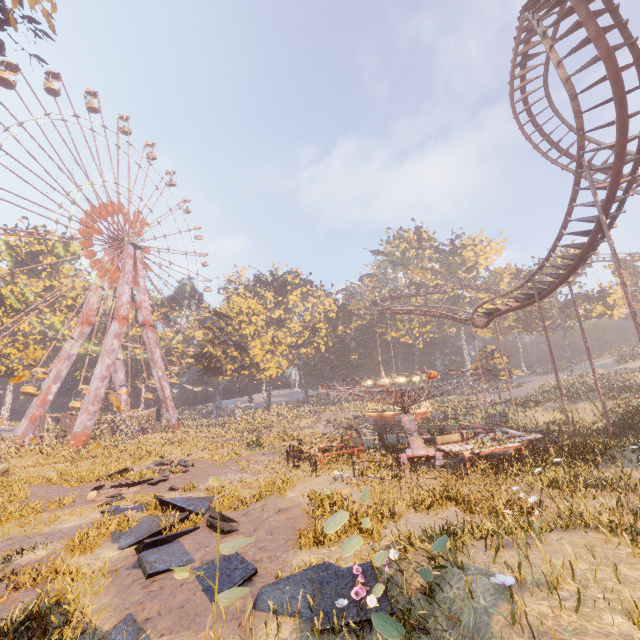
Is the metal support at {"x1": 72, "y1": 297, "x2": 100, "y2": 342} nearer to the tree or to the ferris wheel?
the ferris wheel

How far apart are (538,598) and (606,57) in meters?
17.3

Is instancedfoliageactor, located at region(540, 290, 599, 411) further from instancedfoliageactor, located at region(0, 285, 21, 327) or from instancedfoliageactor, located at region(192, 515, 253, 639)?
instancedfoliageactor, located at region(192, 515, 253, 639)

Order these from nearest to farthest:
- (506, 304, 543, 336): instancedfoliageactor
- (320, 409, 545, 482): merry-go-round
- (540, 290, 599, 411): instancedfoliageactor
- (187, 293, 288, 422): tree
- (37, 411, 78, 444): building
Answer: (320, 409, 545, 482): merry-go-round
(540, 290, 599, 411): instancedfoliageactor
(37, 411, 78, 444): building
(187, 293, 288, 422): tree
(506, 304, 543, 336): instancedfoliageactor

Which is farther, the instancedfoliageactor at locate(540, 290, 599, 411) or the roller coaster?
the instancedfoliageactor at locate(540, 290, 599, 411)

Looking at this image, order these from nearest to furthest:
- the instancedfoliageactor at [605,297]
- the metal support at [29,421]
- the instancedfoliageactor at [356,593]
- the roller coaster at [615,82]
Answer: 1. the instancedfoliageactor at [356,593]
2. the roller coaster at [615,82]
3. the metal support at [29,421]
4. the instancedfoliageactor at [605,297]

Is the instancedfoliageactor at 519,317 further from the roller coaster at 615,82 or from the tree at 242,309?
the tree at 242,309

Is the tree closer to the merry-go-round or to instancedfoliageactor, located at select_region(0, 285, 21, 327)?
instancedfoliageactor, located at select_region(0, 285, 21, 327)
